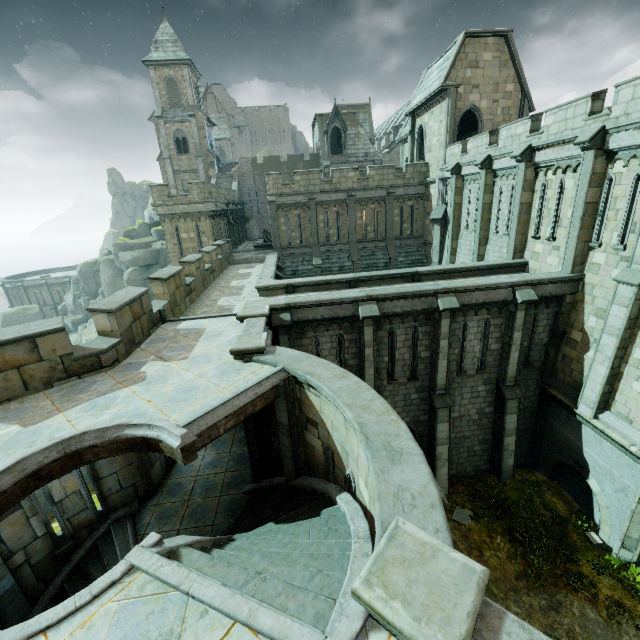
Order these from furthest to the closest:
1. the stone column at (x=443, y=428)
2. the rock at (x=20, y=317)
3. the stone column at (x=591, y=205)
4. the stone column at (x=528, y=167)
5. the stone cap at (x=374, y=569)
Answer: the rock at (x=20, y=317) → the stone column at (x=528, y=167) → the stone column at (x=443, y=428) → the stone column at (x=591, y=205) → the stone cap at (x=374, y=569)

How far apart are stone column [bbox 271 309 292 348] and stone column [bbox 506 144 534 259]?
11.70m

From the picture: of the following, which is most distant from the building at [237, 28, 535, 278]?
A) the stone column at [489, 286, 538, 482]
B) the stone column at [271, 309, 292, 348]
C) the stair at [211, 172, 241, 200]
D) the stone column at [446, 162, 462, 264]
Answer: the stone column at [271, 309, 292, 348]

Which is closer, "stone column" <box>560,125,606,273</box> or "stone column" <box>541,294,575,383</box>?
"stone column" <box>560,125,606,273</box>

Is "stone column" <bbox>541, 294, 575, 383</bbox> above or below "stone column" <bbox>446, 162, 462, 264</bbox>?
below

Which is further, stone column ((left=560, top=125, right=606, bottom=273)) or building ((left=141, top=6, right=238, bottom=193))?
building ((left=141, top=6, right=238, bottom=193))

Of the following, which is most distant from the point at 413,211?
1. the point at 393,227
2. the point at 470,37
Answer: the point at 470,37

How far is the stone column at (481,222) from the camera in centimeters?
1805cm
